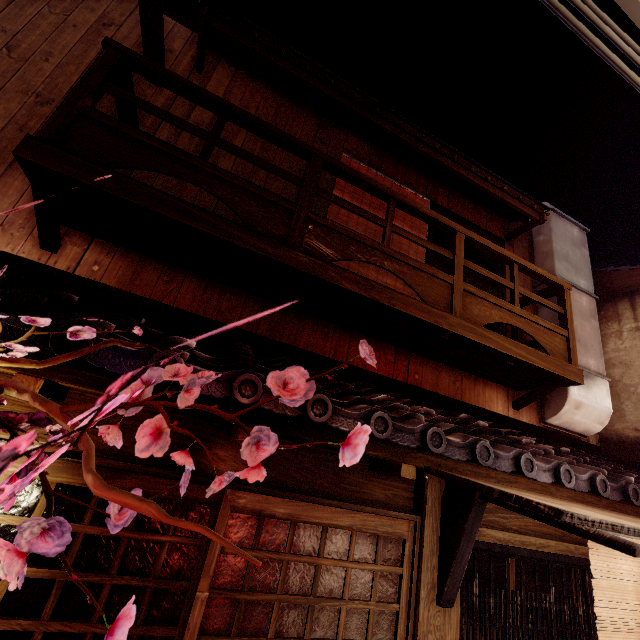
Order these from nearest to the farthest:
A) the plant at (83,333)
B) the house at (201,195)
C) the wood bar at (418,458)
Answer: the plant at (83,333) → the wood bar at (418,458) → the house at (201,195)

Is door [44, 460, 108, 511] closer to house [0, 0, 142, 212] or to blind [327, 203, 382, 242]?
house [0, 0, 142, 212]

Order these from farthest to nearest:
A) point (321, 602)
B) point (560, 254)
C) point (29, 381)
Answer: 1. point (560, 254)
2. point (321, 602)
3. point (29, 381)

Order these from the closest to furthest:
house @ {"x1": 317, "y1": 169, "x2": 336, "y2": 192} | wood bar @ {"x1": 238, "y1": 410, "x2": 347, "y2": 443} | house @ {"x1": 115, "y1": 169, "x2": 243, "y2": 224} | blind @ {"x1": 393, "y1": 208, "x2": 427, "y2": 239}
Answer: wood bar @ {"x1": 238, "y1": 410, "x2": 347, "y2": 443}, house @ {"x1": 115, "y1": 169, "x2": 243, "y2": 224}, house @ {"x1": 317, "y1": 169, "x2": 336, "y2": 192}, blind @ {"x1": 393, "y1": 208, "x2": 427, "y2": 239}

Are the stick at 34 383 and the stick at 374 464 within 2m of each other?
no

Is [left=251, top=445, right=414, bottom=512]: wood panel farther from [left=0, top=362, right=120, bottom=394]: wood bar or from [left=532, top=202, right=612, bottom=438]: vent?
[left=532, top=202, right=612, bottom=438]: vent

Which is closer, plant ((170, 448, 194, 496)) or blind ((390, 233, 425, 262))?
plant ((170, 448, 194, 496))

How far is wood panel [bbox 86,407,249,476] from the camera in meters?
4.1 m
